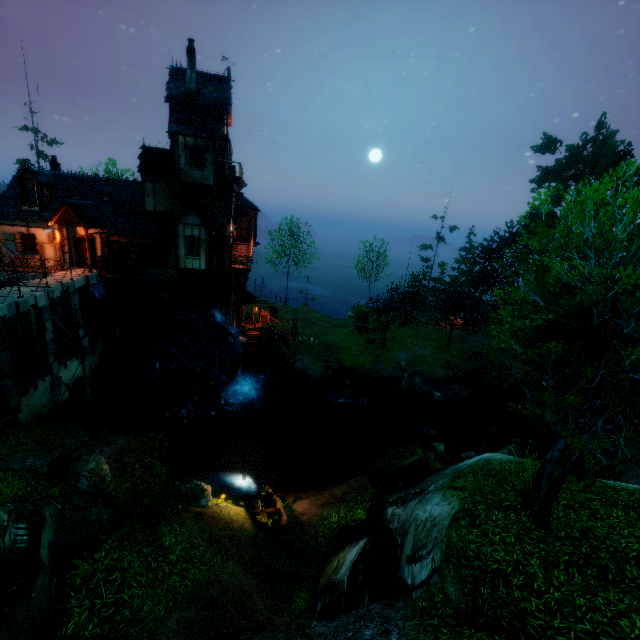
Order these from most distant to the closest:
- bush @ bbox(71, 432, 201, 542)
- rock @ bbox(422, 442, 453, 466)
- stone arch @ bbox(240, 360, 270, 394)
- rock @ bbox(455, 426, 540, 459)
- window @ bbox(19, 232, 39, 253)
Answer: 1. stone arch @ bbox(240, 360, 270, 394)
2. window @ bbox(19, 232, 39, 253)
3. rock @ bbox(422, 442, 453, 466)
4. rock @ bbox(455, 426, 540, 459)
5. bush @ bbox(71, 432, 201, 542)

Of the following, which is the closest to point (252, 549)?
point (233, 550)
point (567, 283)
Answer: point (233, 550)

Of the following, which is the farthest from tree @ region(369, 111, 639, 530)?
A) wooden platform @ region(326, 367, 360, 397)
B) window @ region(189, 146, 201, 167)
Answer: window @ region(189, 146, 201, 167)

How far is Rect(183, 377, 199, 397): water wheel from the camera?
23.3m

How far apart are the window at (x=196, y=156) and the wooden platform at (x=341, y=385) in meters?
18.4 m

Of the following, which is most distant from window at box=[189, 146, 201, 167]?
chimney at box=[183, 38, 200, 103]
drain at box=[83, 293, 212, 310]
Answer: drain at box=[83, 293, 212, 310]

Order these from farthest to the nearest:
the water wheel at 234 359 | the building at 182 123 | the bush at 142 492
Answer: the water wheel at 234 359
the building at 182 123
the bush at 142 492

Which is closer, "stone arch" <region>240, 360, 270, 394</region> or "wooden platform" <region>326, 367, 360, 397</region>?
"wooden platform" <region>326, 367, 360, 397</region>
